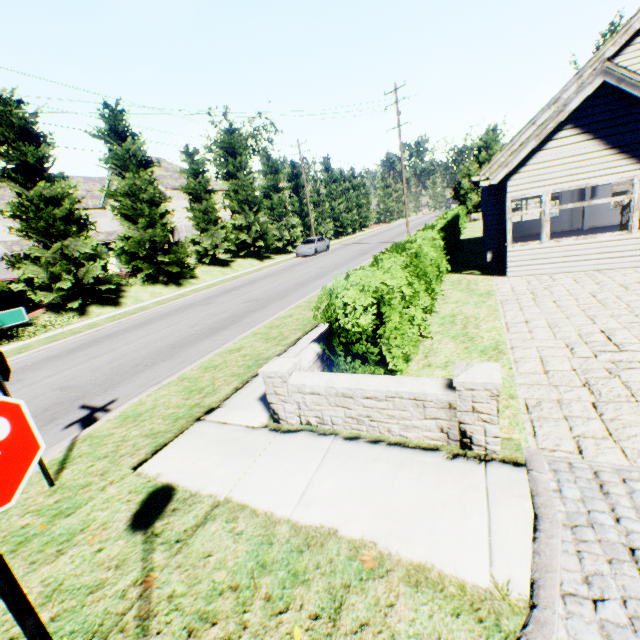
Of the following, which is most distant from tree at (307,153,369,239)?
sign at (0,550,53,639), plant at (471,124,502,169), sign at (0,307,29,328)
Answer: sign at (0,307,29,328)

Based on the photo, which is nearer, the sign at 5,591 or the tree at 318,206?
the sign at 5,591

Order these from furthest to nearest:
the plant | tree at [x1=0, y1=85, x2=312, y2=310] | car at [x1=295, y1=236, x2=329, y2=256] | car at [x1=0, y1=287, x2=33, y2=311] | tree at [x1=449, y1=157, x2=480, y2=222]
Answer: the plant
tree at [x1=449, y1=157, x2=480, y2=222]
car at [x1=295, y1=236, x2=329, y2=256]
car at [x1=0, y1=287, x2=33, y2=311]
tree at [x1=0, y1=85, x2=312, y2=310]

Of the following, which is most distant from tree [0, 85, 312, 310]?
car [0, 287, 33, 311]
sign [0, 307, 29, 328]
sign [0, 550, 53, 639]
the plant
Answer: sign [0, 307, 29, 328]

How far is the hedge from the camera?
4.5 meters

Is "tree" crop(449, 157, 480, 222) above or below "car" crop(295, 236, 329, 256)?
above

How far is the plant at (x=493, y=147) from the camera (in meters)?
37.57

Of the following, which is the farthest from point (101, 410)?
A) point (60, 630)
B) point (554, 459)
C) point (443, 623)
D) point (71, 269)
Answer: point (71, 269)
